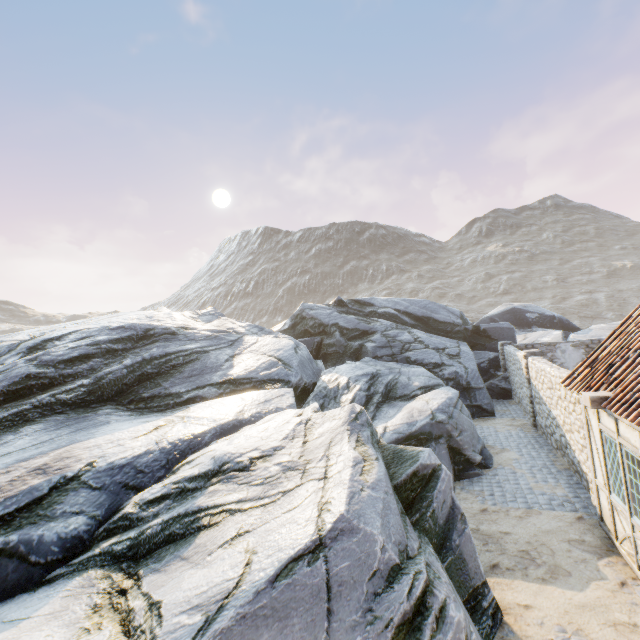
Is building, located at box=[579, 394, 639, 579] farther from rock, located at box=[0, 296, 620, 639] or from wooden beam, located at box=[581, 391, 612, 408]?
rock, located at box=[0, 296, 620, 639]

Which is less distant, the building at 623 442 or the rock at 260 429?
the rock at 260 429

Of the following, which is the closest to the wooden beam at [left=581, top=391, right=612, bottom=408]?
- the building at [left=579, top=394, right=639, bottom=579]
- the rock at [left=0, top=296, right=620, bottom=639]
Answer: the building at [left=579, top=394, right=639, bottom=579]

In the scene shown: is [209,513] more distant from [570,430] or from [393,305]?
[393,305]

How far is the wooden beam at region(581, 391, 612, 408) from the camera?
6.1m

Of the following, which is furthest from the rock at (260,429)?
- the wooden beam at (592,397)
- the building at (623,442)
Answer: the wooden beam at (592,397)
